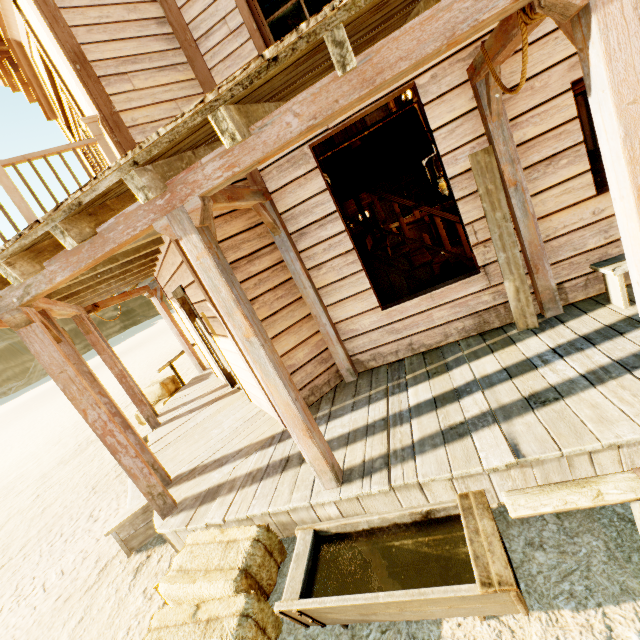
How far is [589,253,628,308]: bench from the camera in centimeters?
315cm

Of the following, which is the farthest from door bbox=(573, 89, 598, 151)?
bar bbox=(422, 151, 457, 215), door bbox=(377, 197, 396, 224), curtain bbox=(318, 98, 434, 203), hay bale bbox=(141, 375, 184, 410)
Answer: hay bale bbox=(141, 375, 184, 410)

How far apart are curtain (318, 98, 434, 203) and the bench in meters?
2.1 m

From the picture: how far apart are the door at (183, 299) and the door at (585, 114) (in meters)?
10.28

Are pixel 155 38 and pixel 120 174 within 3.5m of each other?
yes

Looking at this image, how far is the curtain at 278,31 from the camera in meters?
3.5

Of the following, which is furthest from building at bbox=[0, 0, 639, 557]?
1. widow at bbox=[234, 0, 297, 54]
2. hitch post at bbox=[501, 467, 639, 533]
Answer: hitch post at bbox=[501, 467, 639, 533]

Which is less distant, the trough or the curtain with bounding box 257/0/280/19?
the trough
